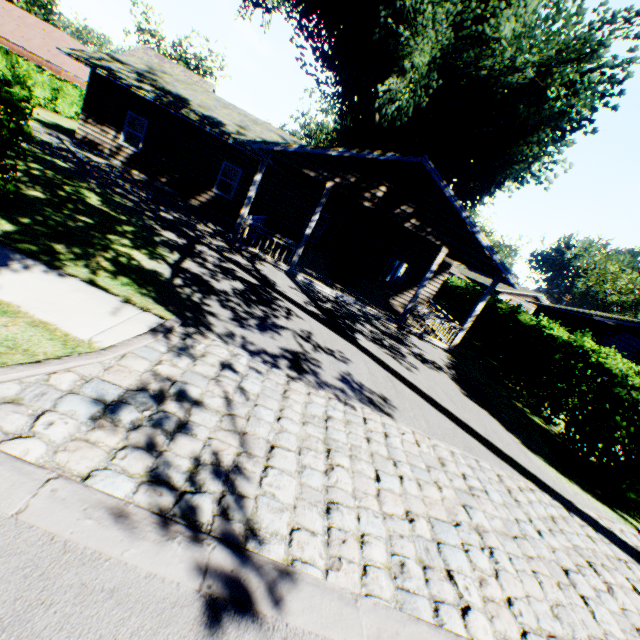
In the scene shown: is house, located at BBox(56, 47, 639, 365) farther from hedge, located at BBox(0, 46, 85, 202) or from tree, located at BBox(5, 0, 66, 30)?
tree, located at BBox(5, 0, 66, 30)

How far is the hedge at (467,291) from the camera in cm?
2415

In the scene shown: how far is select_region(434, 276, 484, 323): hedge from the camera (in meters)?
24.15

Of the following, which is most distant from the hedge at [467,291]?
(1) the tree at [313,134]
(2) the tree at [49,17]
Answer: (1) the tree at [313,134]

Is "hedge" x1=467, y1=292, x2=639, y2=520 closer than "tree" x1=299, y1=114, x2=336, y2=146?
Yes

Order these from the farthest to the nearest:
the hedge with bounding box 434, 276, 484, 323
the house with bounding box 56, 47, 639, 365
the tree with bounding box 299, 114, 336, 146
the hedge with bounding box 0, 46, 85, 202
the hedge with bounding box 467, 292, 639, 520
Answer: the tree with bounding box 299, 114, 336, 146, the hedge with bounding box 434, 276, 484, 323, the house with bounding box 56, 47, 639, 365, the hedge with bounding box 467, 292, 639, 520, the hedge with bounding box 0, 46, 85, 202

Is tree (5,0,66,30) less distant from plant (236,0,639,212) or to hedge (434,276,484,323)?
hedge (434,276,484,323)

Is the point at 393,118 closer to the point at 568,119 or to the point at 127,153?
the point at 568,119
